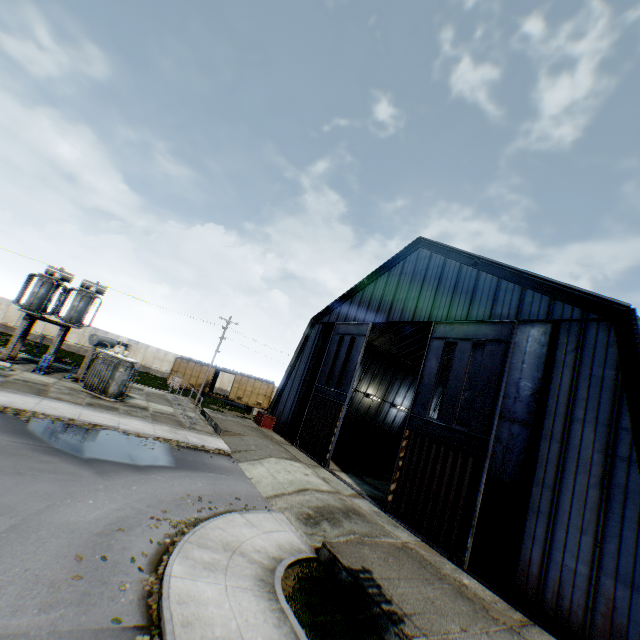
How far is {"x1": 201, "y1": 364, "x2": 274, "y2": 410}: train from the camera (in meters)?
39.72

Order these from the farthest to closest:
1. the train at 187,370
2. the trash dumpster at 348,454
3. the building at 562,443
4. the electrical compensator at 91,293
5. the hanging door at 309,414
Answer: the train at 187,370
the trash dumpster at 348,454
the electrical compensator at 91,293
the hanging door at 309,414
the building at 562,443

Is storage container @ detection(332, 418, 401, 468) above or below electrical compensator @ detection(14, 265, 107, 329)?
below

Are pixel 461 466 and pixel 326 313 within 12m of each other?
no

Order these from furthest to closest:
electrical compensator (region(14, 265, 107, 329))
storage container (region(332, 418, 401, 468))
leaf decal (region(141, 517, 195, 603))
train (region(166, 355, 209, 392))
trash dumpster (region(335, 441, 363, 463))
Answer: train (region(166, 355, 209, 392))
storage container (region(332, 418, 401, 468))
trash dumpster (region(335, 441, 363, 463))
electrical compensator (region(14, 265, 107, 329))
leaf decal (region(141, 517, 195, 603))

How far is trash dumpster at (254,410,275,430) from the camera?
28.2m

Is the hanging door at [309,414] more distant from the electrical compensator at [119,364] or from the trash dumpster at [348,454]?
the electrical compensator at [119,364]

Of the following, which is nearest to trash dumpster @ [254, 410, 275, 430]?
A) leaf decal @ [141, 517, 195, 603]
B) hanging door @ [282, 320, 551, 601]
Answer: hanging door @ [282, 320, 551, 601]
